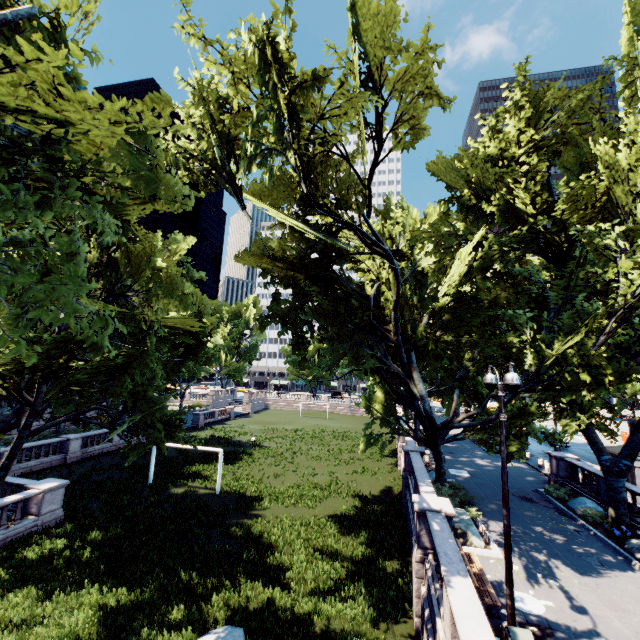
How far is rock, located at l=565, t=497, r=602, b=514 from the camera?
17.3m

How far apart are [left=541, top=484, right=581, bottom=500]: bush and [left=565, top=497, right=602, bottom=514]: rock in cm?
8

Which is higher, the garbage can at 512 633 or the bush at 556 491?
Result: the garbage can at 512 633

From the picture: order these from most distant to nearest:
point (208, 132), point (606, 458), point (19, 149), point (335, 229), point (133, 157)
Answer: point (335, 229) < point (606, 458) < point (208, 132) < point (133, 157) < point (19, 149)

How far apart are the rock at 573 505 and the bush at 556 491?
0.1 meters

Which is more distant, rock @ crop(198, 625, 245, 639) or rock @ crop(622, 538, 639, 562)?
rock @ crop(622, 538, 639, 562)

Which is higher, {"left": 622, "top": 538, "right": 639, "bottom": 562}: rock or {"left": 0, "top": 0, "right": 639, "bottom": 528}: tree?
{"left": 0, "top": 0, "right": 639, "bottom": 528}: tree

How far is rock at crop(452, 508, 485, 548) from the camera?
13.58m
